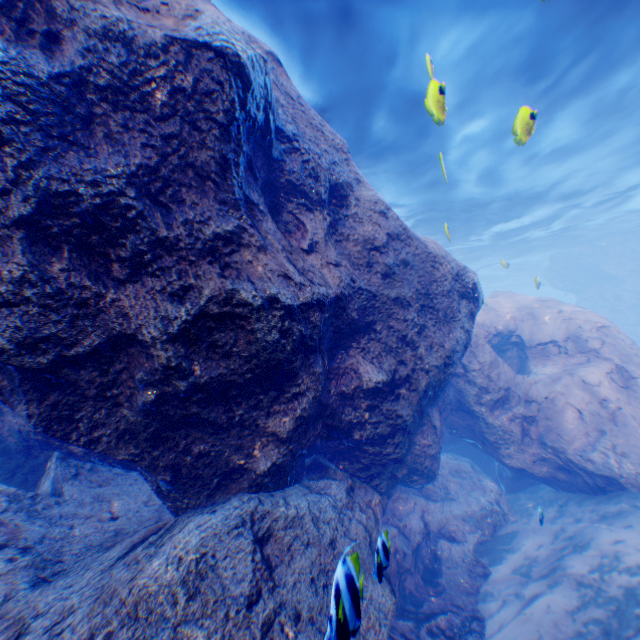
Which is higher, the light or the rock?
the light

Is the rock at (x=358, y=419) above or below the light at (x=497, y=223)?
below

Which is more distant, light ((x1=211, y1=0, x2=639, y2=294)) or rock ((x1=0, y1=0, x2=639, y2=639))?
light ((x1=211, y1=0, x2=639, y2=294))

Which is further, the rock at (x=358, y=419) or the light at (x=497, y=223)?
the light at (x=497, y=223)

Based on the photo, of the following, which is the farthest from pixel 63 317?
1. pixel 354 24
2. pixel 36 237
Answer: pixel 354 24
